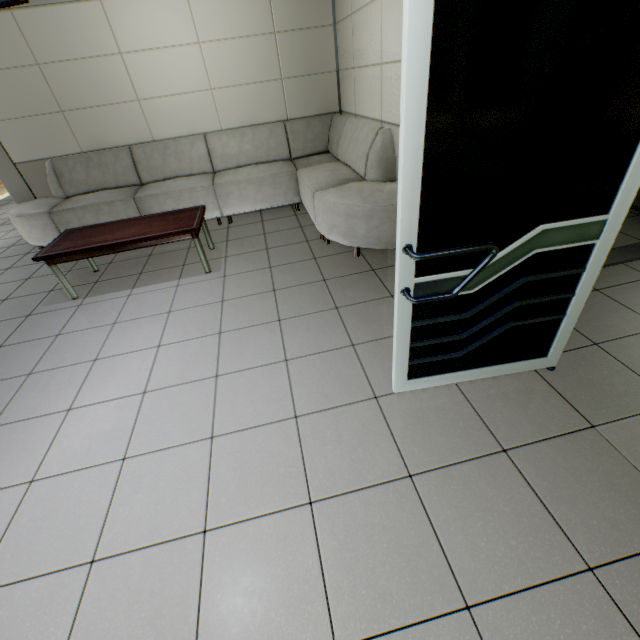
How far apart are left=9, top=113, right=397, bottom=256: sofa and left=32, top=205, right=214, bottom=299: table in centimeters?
68cm

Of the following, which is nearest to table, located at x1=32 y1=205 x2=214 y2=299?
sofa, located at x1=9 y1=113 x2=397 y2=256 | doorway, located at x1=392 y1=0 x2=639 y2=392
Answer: sofa, located at x1=9 y1=113 x2=397 y2=256

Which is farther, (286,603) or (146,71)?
(146,71)

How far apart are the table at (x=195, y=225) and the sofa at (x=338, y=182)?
0.7m

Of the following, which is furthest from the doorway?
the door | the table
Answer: the table

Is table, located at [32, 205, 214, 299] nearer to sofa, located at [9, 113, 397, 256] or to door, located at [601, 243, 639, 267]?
sofa, located at [9, 113, 397, 256]

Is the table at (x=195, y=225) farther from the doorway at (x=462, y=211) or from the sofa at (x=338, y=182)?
the doorway at (x=462, y=211)

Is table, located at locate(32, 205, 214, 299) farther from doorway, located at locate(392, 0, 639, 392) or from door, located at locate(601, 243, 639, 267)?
door, located at locate(601, 243, 639, 267)
